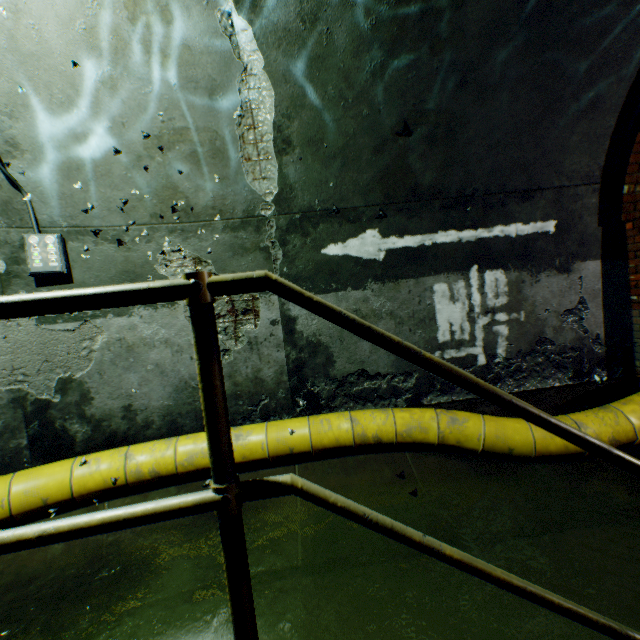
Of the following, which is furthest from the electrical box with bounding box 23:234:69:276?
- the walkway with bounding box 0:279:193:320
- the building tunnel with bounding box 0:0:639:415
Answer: the walkway with bounding box 0:279:193:320

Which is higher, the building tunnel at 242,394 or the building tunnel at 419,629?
the building tunnel at 242,394

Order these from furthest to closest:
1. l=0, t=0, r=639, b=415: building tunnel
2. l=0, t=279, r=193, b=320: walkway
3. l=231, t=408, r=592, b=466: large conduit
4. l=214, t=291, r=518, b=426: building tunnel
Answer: l=214, t=291, r=518, b=426: building tunnel
l=231, t=408, r=592, b=466: large conduit
l=0, t=0, r=639, b=415: building tunnel
l=0, t=279, r=193, b=320: walkway

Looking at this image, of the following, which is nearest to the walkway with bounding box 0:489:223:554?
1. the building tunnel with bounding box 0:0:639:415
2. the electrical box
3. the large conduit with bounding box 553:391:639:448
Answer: the building tunnel with bounding box 0:0:639:415

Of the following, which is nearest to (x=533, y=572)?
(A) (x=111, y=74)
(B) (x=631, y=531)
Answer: (B) (x=631, y=531)

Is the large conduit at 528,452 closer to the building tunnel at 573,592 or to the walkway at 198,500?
the building tunnel at 573,592

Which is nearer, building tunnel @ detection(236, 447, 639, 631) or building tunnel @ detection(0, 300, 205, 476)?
building tunnel @ detection(236, 447, 639, 631)

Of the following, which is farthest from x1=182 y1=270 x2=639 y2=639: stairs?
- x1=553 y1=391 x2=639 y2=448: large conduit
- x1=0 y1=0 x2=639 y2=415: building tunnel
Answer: x1=553 y1=391 x2=639 y2=448: large conduit
